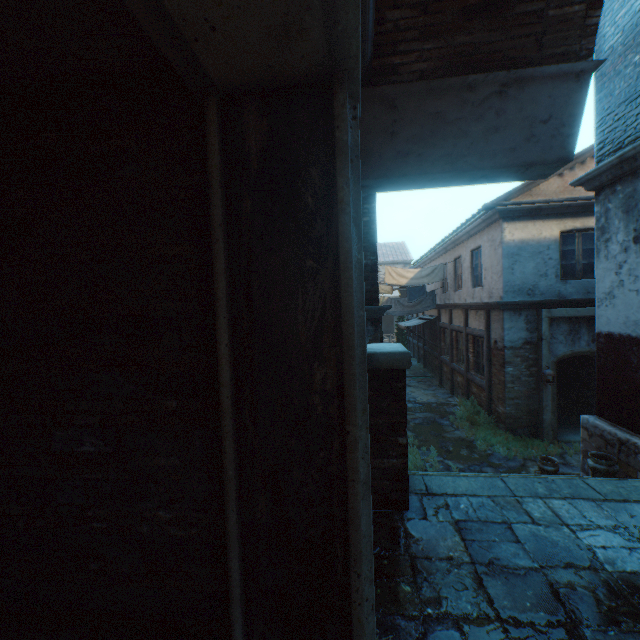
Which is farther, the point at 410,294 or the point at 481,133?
the point at 410,294

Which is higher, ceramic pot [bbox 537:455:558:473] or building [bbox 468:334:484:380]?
building [bbox 468:334:484:380]

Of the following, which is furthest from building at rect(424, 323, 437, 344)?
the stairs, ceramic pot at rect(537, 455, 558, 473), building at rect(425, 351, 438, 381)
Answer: building at rect(425, 351, 438, 381)

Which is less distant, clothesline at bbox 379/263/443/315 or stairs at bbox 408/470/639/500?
stairs at bbox 408/470/639/500

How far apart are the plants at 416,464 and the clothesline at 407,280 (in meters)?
5.56

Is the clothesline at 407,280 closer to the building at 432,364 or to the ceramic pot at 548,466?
the building at 432,364

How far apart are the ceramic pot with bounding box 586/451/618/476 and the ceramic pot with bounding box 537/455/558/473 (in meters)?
Answer: 1.39

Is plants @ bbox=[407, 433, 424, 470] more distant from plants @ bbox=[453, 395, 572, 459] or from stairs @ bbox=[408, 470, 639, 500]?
plants @ bbox=[453, 395, 572, 459]
